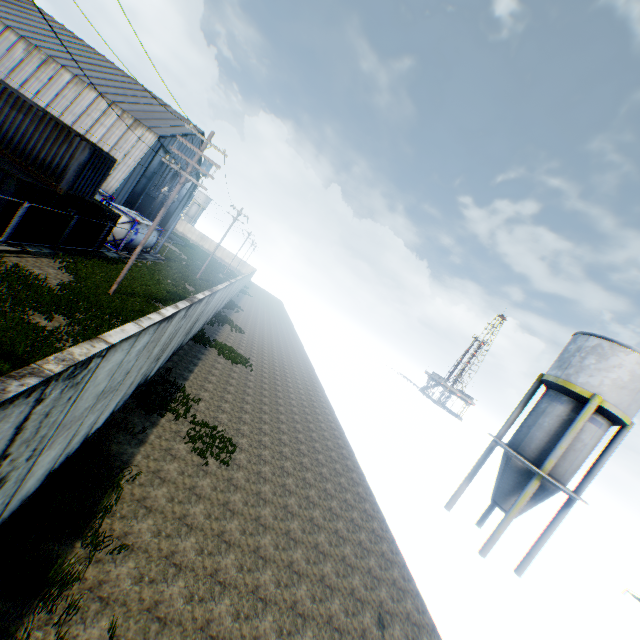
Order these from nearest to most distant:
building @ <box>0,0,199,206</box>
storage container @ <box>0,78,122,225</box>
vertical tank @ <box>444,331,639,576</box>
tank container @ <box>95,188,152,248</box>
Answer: storage container @ <box>0,78,122,225</box>
vertical tank @ <box>444,331,639,576</box>
tank container @ <box>95,188,152,248</box>
building @ <box>0,0,199,206</box>

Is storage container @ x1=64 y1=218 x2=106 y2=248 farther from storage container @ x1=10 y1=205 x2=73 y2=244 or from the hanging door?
the hanging door

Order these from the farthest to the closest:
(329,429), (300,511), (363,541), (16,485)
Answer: (329,429) → (363,541) → (300,511) → (16,485)

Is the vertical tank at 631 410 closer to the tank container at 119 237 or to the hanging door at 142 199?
the tank container at 119 237

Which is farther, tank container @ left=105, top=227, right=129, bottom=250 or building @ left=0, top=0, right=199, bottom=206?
building @ left=0, top=0, right=199, bottom=206

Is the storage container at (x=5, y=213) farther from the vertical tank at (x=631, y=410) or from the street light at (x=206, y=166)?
the vertical tank at (x=631, y=410)

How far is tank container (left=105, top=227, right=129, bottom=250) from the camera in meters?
25.5 m
